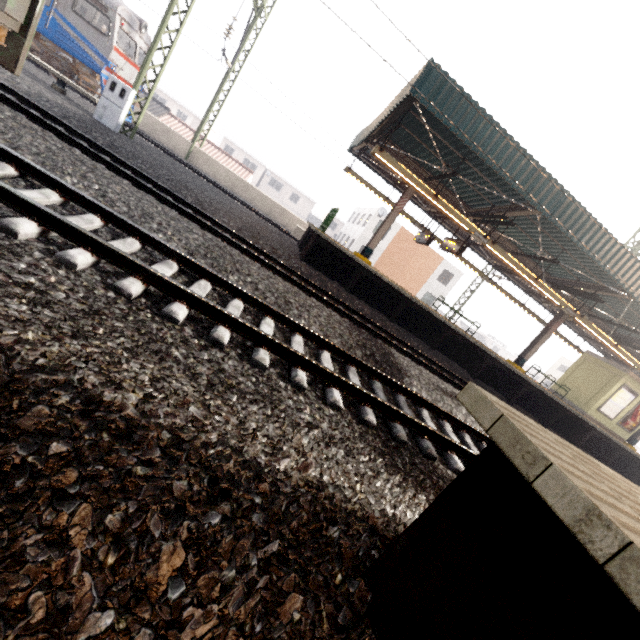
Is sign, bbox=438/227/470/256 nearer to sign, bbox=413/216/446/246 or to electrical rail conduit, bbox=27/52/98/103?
sign, bbox=413/216/446/246

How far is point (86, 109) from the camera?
11.17m

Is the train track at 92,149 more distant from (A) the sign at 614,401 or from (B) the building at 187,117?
(B) the building at 187,117

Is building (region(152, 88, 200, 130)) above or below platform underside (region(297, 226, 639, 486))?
above

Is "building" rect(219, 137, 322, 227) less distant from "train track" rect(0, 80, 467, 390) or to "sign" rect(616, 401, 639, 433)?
"sign" rect(616, 401, 639, 433)

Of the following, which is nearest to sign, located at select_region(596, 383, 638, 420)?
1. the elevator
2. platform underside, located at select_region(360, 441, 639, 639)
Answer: the elevator

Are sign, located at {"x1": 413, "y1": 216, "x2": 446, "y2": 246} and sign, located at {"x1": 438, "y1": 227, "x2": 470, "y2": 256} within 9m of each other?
yes

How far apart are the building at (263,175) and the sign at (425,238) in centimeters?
4294cm
